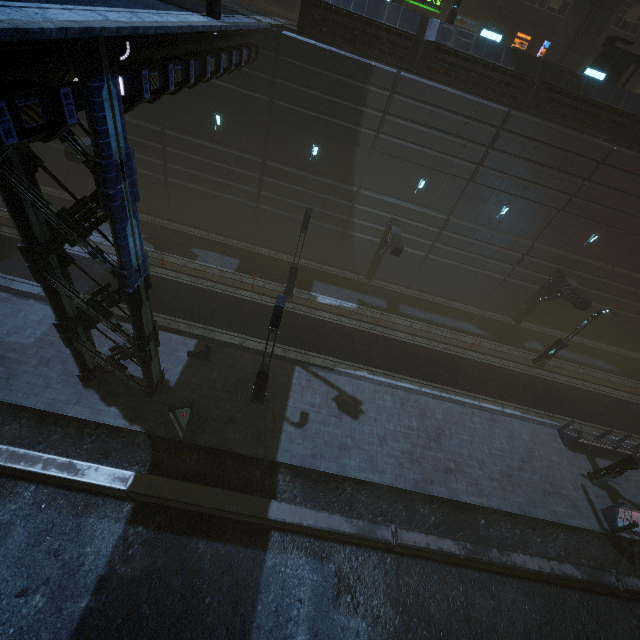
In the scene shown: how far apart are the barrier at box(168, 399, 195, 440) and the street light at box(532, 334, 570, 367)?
21.2 meters

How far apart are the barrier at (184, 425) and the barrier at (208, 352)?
2.8 meters

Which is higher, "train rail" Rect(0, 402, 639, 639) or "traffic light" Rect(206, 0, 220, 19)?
"traffic light" Rect(206, 0, 220, 19)

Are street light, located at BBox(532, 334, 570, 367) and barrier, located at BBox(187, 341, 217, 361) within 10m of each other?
no

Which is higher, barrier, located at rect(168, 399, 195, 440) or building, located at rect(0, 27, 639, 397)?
building, located at rect(0, 27, 639, 397)

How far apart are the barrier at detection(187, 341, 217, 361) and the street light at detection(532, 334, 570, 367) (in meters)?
20.37

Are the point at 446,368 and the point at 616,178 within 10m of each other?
no

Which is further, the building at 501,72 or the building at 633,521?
the building at 501,72
